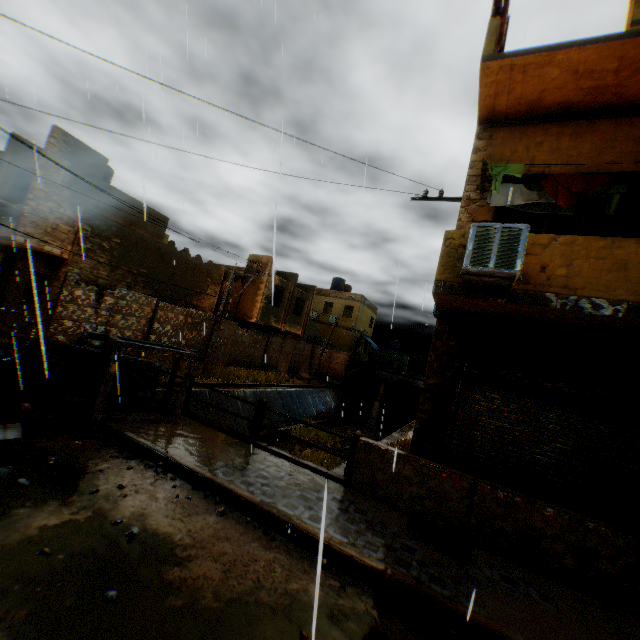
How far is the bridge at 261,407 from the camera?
6.27m

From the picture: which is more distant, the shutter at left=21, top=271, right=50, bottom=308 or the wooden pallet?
the wooden pallet

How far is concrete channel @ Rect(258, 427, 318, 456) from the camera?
16.9m

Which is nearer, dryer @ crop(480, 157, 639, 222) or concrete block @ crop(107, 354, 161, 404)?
dryer @ crop(480, 157, 639, 222)

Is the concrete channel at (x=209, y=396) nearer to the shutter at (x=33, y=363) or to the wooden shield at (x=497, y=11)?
the shutter at (x=33, y=363)

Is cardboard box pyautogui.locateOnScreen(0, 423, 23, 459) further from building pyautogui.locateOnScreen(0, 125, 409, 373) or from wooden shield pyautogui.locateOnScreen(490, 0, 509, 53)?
wooden shield pyautogui.locateOnScreen(490, 0, 509, 53)

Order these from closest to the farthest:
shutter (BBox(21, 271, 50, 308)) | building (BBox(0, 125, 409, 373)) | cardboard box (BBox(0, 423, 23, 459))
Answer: shutter (BBox(21, 271, 50, 308)) < cardboard box (BBox(0, 423, 23, 459)) < building (BBox(0, 125, 409, 373))

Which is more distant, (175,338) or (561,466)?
(175,338)
